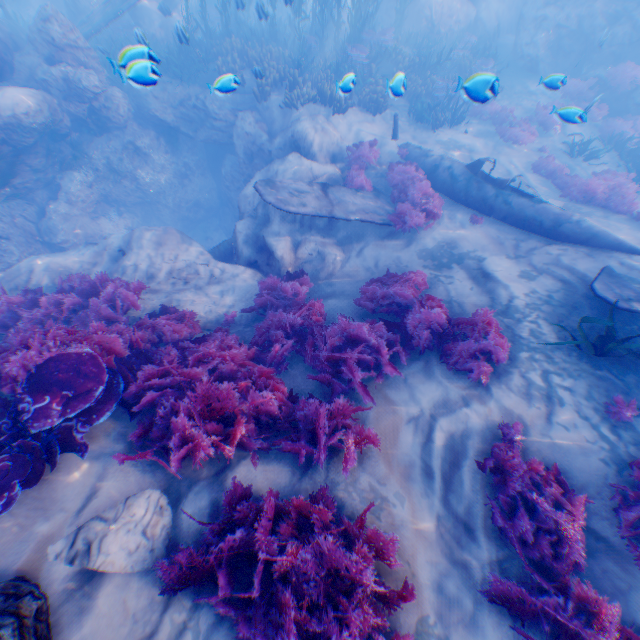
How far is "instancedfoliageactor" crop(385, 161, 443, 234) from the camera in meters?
8.8

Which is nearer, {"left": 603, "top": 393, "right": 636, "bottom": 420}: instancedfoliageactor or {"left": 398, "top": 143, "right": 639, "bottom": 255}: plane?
{"left": 603, "top": 393, "right": 636, "bottom": 420}: instancedfoliageactor

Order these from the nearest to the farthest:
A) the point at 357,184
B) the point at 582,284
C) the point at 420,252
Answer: the point at 582,284 → the point at 420,252 → the point at 357,184

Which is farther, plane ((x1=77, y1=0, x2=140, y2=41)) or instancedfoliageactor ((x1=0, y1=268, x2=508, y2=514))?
plane ((x1=77, y1=0, x2=140, y2=41))

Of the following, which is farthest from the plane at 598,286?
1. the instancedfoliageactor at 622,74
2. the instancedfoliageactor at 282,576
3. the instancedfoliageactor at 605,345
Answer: the instancedfoliageactor at 282,576

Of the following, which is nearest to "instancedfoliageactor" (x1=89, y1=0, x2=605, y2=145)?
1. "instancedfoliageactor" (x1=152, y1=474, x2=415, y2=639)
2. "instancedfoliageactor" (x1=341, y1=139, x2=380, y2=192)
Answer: "instancedfoliageactor" (x1=341, y1=139, x2=380, y2=192)

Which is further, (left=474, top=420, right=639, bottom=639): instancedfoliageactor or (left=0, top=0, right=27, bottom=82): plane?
(left=0, top=0, right=27, bottom=82): plane

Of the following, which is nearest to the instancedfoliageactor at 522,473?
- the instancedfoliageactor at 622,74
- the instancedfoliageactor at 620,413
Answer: the instancedfoliageactor at 620,413
